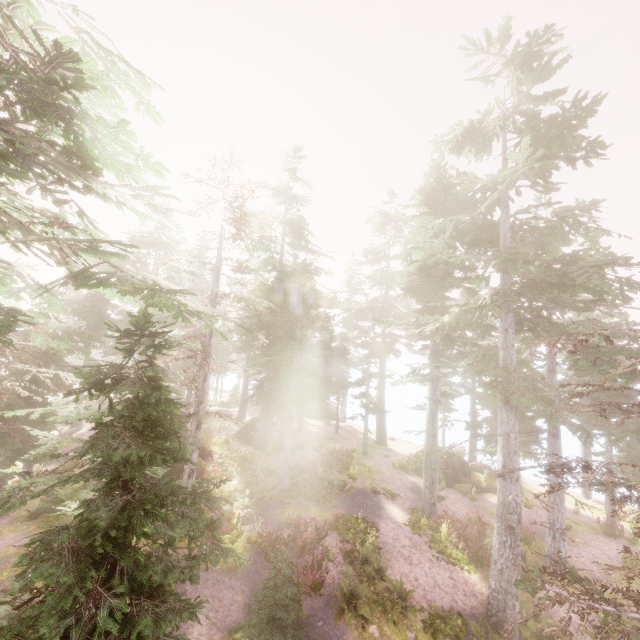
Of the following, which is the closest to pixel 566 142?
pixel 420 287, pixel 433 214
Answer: pixel 433 214

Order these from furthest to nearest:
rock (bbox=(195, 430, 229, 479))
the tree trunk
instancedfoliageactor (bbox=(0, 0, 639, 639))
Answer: the tree trunk < rock (bbox=(195, 430, 229, 479)) < instancedfoliageactor (bbox=(0, 0, 639, 639))

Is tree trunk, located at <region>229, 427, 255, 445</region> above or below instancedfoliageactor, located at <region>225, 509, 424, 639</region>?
above

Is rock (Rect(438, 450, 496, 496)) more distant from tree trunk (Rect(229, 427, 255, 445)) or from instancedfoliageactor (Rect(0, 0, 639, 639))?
tree trunk (Rect(229, 427, 255, 445))

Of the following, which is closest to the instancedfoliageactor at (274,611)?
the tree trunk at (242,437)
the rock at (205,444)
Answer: the rock at (205,444)

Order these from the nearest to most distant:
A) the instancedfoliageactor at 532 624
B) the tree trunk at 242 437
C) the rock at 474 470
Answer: the instancedfoliageactor at 532 624 → the rock at 474 470 → the tree trunk at 242 437

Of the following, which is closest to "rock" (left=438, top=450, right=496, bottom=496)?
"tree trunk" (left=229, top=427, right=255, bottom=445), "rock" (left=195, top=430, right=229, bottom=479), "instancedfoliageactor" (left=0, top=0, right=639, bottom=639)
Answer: "instancedfoliageactor" (left=0, top=0, right=639, bottom=639)

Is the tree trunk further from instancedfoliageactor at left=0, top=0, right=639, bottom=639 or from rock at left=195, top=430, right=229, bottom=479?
rock at left=195, top=430, right=229, bottom=479
